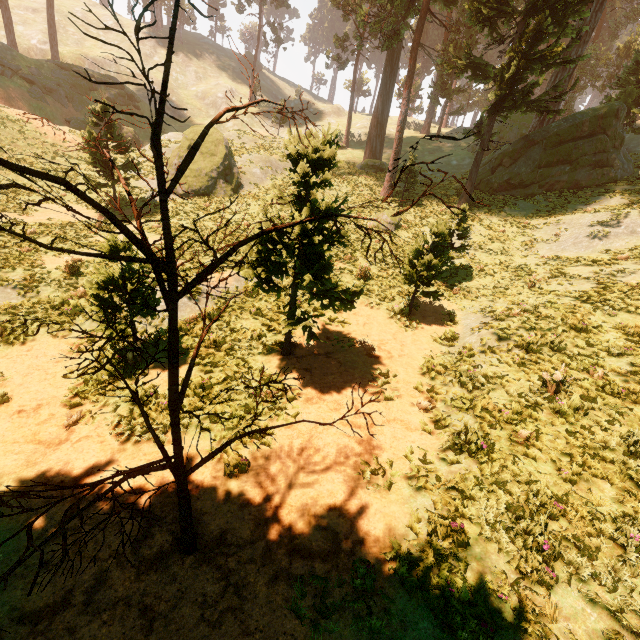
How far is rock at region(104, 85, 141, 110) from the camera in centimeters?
3922cm

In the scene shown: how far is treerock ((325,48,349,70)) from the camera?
38.9m

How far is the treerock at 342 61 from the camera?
38.9 meters

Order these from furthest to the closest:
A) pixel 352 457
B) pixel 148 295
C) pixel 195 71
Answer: pixel 195 71 → pixel 352 457 → pixel 148 295

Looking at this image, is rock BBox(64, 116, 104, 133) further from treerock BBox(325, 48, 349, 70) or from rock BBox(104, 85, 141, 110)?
treerock BBox(325, 48, 349, 70)

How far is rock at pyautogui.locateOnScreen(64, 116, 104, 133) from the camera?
34.1m

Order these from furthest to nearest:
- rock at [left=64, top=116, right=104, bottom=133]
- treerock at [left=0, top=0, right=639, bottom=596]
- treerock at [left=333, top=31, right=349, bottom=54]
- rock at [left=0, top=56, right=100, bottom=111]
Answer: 1. treerock at [left=333, top=31, right=349, bottom=54]
2. rock at [left=64, top=116, right=104, bottom=133]
3. rock at [left=0, top=56, right=100, bottom=111]
4. treerock at [left=0, top=0, right=639, bottom=596]

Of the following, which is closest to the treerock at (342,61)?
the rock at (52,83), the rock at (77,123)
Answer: the rock at (52,83)
